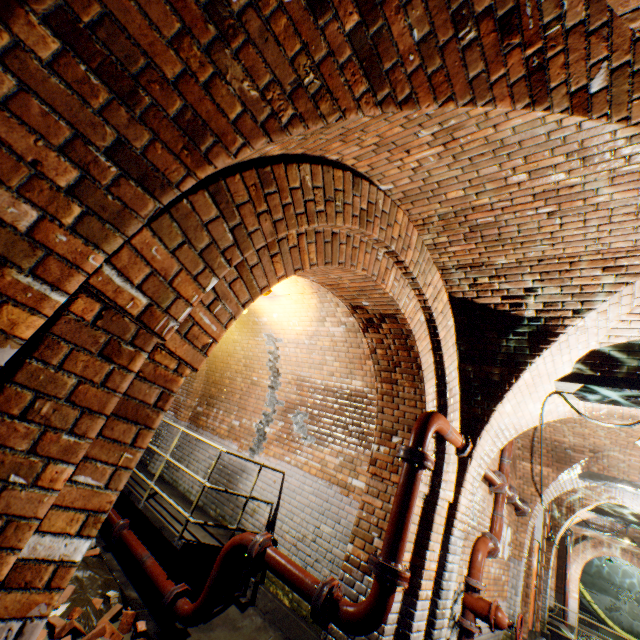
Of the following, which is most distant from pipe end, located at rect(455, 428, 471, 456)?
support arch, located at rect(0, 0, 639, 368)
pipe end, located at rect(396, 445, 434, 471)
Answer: pipe end, located at rect(396, 445, 434, 471)

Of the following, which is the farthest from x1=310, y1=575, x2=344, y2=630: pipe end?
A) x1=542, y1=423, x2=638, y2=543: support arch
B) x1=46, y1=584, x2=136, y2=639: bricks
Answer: x1=542, y1=423, x2=638, y2=543: support arch

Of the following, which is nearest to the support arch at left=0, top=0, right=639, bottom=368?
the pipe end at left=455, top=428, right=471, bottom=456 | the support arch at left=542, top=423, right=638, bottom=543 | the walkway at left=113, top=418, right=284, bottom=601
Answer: the pipe end at left=455, top=428, right=471, bottom=456

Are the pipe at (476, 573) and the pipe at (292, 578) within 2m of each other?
no

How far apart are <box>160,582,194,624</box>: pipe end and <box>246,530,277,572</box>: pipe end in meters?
1.1

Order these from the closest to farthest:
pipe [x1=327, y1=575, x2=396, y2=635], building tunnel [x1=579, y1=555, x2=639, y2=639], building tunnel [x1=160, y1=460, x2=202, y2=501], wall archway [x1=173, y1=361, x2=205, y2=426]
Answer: pipe [x1=327, y1=575, x2=396, y2=635] < building tunnel [x1=160, y1=460, x2=202, y2=501] < wall archway [x1=173, y1=361, x2=205, y2=426] < building tunnel [x1=579, y1=555, x2=639, y2=639]

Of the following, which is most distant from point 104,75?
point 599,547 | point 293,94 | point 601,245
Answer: point 599,547

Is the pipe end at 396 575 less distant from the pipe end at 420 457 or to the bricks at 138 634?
the pipe end at 420 457
